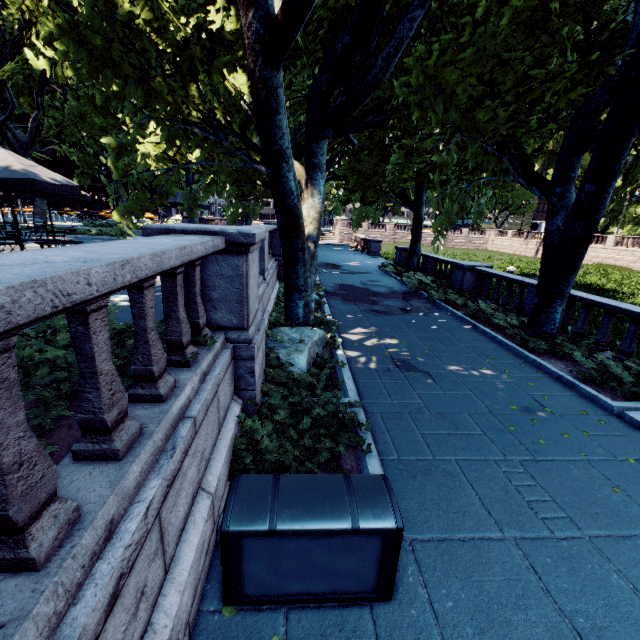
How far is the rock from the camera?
6.6 meters

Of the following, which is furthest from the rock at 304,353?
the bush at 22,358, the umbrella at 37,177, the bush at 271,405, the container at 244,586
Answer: the umbrella at 37,177

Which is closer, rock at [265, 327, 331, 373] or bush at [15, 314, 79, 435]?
bush at [15, 314, 79, 435]

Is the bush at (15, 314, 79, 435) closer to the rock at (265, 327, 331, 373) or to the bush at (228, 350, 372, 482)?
the bush at (228, 350, 372, 482)

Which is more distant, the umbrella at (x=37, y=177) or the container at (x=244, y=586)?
the umbrella at (x=37, y=177)

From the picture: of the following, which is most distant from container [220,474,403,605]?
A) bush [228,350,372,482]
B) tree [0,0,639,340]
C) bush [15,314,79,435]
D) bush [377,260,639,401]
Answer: bush [377,260,639,401]

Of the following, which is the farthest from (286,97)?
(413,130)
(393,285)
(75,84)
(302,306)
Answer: (75,84)

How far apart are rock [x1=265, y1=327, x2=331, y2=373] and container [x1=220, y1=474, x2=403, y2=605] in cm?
302
